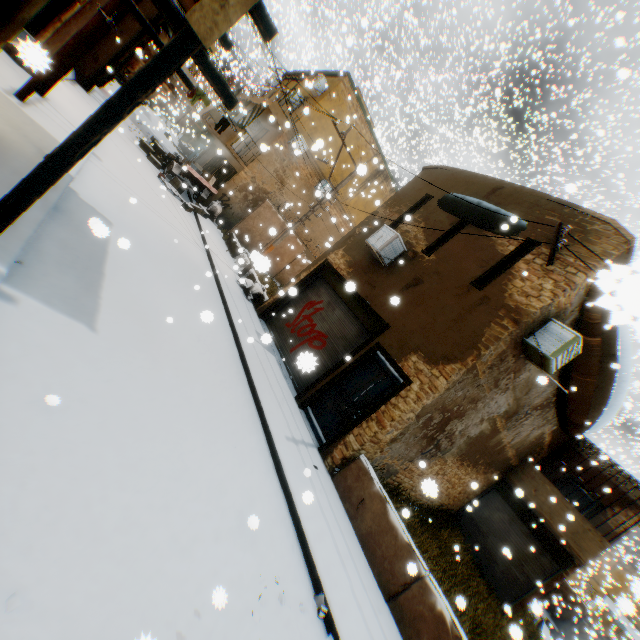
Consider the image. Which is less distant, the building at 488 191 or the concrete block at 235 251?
the building at 488 191

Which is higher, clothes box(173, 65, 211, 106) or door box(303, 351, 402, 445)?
clothes box(173, 65, 211, 106)

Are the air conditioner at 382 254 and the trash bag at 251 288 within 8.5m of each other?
yes

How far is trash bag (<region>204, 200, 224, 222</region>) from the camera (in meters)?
18.28

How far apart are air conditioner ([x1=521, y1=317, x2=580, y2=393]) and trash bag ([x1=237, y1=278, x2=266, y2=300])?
2.23m

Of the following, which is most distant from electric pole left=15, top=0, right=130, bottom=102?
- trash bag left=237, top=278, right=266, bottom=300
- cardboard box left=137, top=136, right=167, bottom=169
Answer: cardboard box left=137, top=136, right=167, bottom=169

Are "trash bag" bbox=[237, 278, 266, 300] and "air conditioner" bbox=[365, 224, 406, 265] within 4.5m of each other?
yes

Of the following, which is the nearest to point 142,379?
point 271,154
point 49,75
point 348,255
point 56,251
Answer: point 56,251
